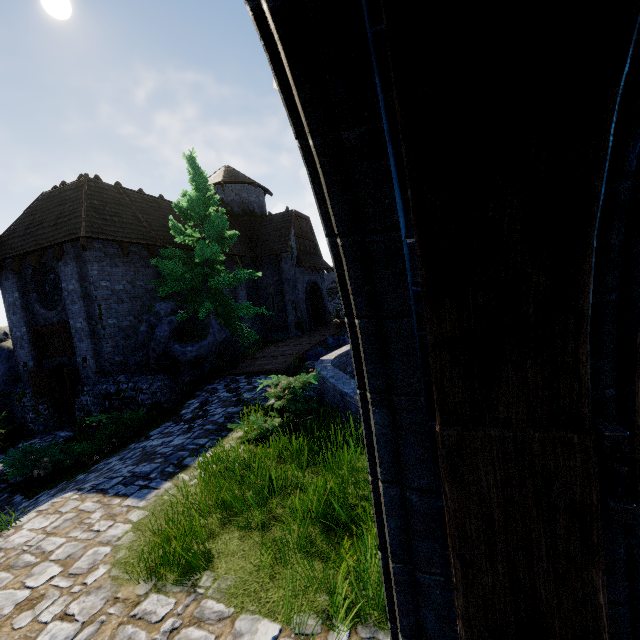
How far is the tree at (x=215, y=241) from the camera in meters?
12.7

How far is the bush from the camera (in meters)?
6.26

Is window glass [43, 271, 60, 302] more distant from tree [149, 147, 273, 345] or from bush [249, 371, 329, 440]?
bush [249, 371, 329, 440]

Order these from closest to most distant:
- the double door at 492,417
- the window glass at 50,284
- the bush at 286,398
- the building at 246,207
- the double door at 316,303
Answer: the double door at 492,417 < the bush at 286,398 < the window glass at 50,284 < the building at 246,207 < the double door at 316,303

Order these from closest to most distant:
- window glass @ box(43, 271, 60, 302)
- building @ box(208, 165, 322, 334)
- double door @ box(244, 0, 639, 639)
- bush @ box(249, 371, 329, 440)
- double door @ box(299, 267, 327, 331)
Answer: double door @ box(244, 0, 639, 639), bush @ box(249, 371, 329, 440), window glass @ box(43, 271, 60, 302), building @ box(208, 165, 322, 334), double door @ box(299, 267, 327, 331)

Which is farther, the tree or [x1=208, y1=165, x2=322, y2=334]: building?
[x1=208, y1=165, x2=322, y2=334]: building

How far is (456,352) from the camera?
1.0 meters

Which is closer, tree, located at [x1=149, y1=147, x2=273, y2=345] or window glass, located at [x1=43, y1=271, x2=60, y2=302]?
tree, located at [x1=149, y1=147, x2=273, y2=345]
